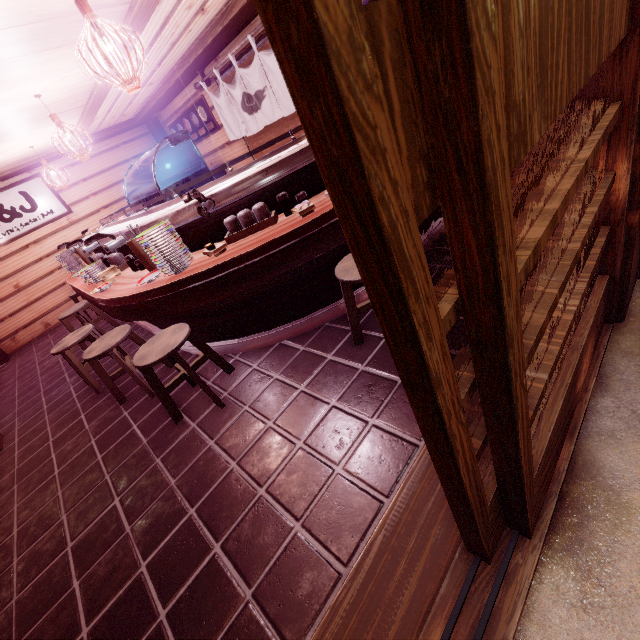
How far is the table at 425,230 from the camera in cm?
589

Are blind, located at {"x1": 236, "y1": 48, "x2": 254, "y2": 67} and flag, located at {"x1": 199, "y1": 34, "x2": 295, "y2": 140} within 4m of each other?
yes

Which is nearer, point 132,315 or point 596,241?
point 596,241

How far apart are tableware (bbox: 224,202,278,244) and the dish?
0.54m

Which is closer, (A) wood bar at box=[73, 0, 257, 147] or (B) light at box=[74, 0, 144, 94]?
(B) light at box=[74, 0, 144, 94]

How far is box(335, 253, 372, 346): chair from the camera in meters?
3.9

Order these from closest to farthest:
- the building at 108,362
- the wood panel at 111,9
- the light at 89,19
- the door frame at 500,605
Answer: the door frame at 500,605 < the light at 89,19 < the wood panel at 111,9 < the building at 108,362

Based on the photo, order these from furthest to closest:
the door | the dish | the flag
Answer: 1. the flag
2. the dish
3. the door
